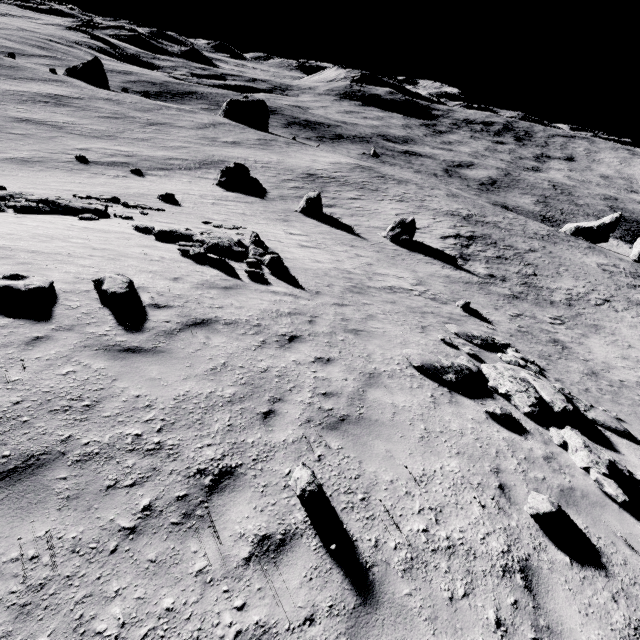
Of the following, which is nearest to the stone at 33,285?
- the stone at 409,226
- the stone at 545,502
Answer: the stone at 545,502

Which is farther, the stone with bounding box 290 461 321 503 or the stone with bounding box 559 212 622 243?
the stone with bounding box 559 212 622 243

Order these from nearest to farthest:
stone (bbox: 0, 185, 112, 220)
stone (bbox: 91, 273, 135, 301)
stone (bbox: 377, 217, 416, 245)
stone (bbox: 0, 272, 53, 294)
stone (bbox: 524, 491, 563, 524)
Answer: stone (bbox: 524, 491, 563, 524) < stone (bbox: 0, 272, 53, 294) < stone (bbox: 91, 273, 135, 301) < stone (bbox: 0, 185, 112, 220) < stone (bbox: 377, 217, 416, 245)

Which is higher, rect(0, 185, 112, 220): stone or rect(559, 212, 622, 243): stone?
rect(0, 185, 112, 220): stone

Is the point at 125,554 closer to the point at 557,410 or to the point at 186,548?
the point at 186,548

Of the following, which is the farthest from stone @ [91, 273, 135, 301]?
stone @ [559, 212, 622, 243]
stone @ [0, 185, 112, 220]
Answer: stone @ [559, 212, 622, 243]

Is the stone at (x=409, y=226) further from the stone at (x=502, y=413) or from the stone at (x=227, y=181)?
the stone at (x=502, y=413)

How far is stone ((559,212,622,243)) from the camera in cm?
5231
